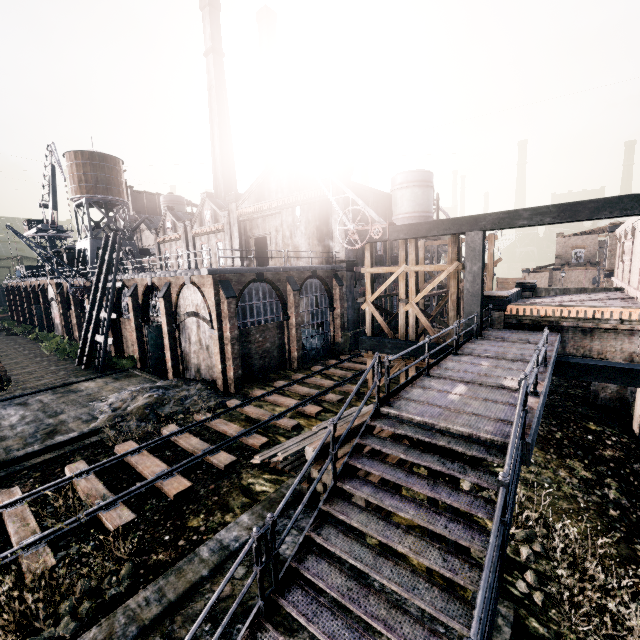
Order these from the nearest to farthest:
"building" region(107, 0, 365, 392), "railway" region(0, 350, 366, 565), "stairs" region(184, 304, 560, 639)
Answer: "stairs" region(184, 304, 560, 639)
"railway" region(0, 350, 366, 565)
"building" region(107, 0, 365, 392)

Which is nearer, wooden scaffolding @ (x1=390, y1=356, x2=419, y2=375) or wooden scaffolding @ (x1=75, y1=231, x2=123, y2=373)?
wooden scaffolding @ (x1=390, y1=356, x2=419, y2=375)

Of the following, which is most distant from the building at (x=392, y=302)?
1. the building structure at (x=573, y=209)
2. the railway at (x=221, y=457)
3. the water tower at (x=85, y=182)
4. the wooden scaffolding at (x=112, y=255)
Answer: the building structure at (x=573, y=209)

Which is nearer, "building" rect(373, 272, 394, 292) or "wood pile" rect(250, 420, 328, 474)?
"wood pile" rect(250, 420, 328, 474)

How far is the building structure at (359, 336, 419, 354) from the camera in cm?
1688

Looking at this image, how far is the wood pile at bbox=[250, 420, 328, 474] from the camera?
12.00m

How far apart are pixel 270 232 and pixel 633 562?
34.9 meters

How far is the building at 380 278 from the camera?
33.8 meters
